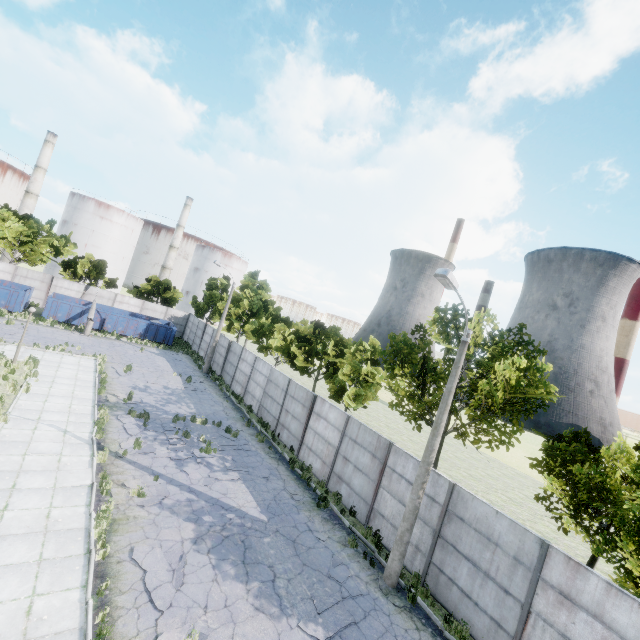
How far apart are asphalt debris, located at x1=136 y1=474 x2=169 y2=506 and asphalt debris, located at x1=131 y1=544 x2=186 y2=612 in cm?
168

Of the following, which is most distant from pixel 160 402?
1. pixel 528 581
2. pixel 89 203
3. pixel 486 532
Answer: pixel 89 203

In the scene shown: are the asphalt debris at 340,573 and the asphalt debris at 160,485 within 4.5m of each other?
no

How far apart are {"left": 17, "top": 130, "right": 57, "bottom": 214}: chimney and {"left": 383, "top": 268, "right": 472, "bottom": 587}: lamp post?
73.97m

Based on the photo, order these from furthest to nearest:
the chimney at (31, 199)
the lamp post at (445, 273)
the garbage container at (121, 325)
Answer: the chimney at (31, 199) < the garbage container at (121, 325) < the lamp post at (445, 273)

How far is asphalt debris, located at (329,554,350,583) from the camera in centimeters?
1023cm

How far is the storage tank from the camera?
59.66m

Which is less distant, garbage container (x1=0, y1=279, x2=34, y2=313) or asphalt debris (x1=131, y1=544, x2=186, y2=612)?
asphalt debris (x1=131, y1=544, x2=186, y2=612)
